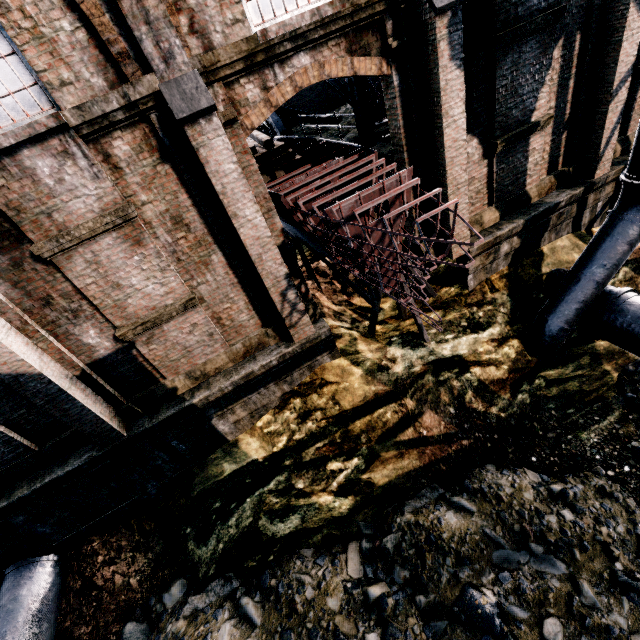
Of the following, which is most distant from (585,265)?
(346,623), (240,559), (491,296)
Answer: (240,559)

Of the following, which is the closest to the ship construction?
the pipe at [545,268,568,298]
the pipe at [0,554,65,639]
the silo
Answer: the silo

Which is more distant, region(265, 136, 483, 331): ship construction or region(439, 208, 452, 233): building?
region(439, 208, 452, 233): building

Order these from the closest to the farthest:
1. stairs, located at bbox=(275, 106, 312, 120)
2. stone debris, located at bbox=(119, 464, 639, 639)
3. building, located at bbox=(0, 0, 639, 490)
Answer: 1. building, located at bbox=(0, 0, 639, 490)
2. stone debris, located at bbox=(119, 464, 639, 639)
3. stairs, located at bbox=(275, 106, 312, 120)

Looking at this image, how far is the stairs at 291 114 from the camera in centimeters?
1797cm

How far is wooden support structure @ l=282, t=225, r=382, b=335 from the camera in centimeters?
1104cm

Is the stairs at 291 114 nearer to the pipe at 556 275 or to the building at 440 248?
the building at 440 248

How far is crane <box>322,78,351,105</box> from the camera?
12.3 meters
